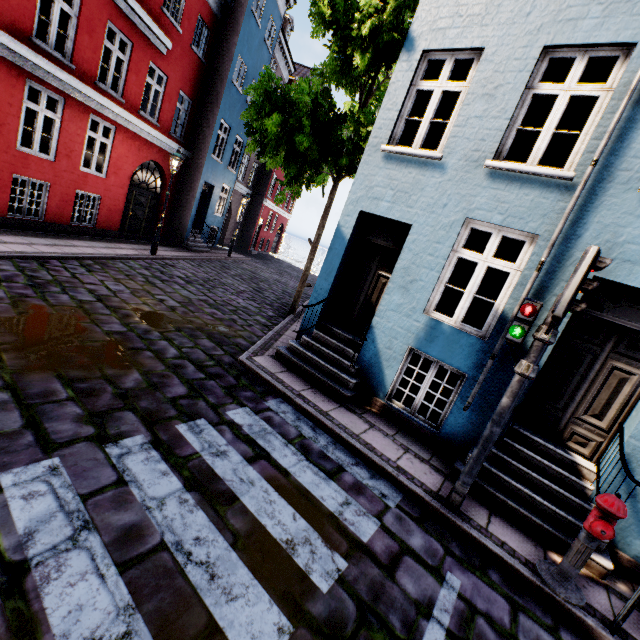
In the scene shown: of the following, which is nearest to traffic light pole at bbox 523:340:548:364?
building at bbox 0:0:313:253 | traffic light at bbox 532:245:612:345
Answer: traffic light at bbox 532:245:612:345

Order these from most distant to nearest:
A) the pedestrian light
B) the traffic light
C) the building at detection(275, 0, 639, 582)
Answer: the building at detection(275, 0, 639, 582)
the pedestrian light
the traffic light

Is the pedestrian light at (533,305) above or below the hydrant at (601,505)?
above

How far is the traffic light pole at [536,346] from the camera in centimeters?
367cm

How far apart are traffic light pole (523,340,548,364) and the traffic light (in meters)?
0.01

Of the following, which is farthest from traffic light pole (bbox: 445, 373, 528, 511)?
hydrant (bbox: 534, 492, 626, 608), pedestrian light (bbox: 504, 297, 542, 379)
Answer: hydrant (bbox: 534, 492, 626, 608)

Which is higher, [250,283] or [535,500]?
[535,500]

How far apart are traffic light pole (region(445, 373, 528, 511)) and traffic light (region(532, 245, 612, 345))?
0.46m
